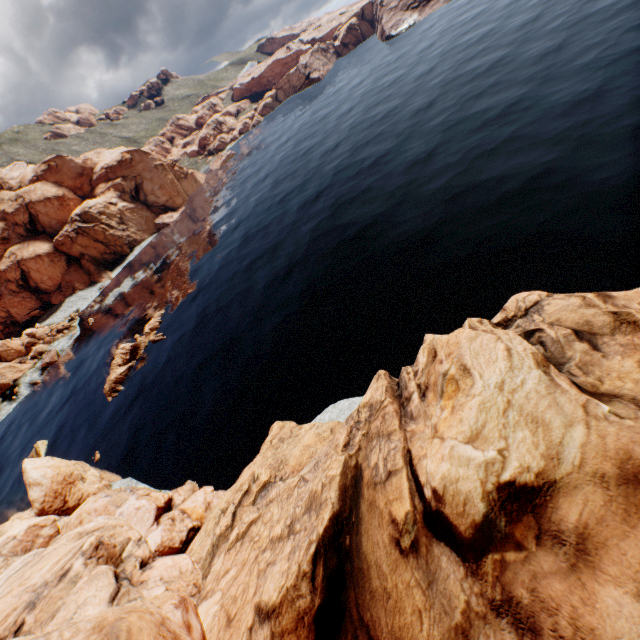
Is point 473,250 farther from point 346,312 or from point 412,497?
point 412,497

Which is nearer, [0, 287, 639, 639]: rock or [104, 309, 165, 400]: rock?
[0, 287, 639, 639]: rock

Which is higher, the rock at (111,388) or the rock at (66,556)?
the rock at (66,556)

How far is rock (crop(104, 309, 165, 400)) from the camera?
48.8m

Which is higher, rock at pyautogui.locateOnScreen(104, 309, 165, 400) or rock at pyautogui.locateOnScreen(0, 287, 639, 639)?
rock at pyautogui.locateOnScreen(0, 287, 639, 639)

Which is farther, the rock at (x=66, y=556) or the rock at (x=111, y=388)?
the rock at (x=111, y=388)
